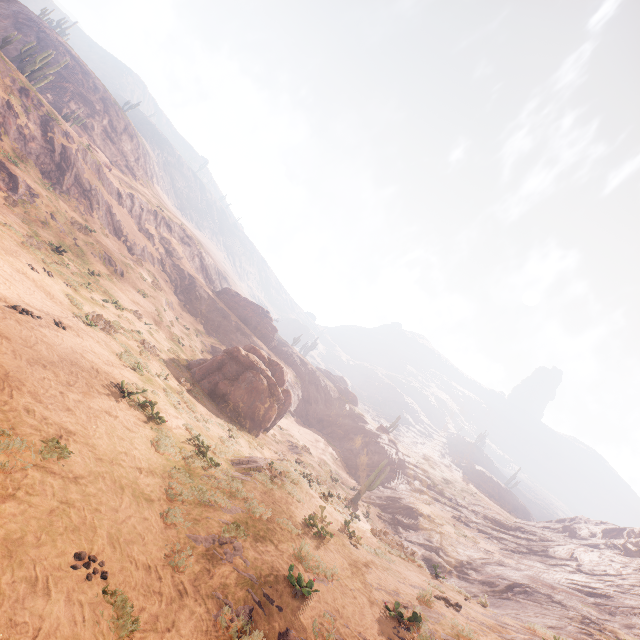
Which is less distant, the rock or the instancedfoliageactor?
the instancedfoliageactor

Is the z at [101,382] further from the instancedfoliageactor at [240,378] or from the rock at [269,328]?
the rock at [269,328]

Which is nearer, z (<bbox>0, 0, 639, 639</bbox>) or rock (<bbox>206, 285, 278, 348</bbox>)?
z (<bbox>0, 0, 639, 639</bbox>)

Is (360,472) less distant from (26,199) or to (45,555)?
(45,555)

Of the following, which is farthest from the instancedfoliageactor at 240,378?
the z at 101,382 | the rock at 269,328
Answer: the rock at 269,328

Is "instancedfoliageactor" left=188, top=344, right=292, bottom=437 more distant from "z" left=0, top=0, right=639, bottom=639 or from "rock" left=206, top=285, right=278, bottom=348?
"rock" left=206, top=285, right=278, bottom=348

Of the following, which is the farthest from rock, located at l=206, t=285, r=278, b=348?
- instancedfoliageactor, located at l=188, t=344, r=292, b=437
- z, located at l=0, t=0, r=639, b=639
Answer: z, located at l=0, t=0, r=639, b=639
